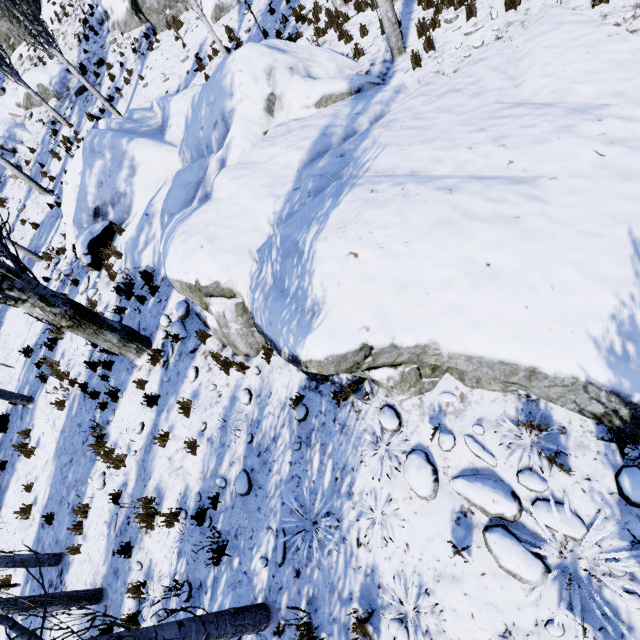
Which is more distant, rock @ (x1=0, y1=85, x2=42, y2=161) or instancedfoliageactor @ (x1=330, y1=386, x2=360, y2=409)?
rock @ (x1=0, y1=85, x2=42, y2=161)

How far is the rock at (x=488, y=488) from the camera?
3.4 meters

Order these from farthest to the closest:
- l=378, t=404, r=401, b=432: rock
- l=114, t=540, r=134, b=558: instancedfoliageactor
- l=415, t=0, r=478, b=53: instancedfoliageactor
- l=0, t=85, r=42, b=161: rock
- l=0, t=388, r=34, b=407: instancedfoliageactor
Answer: l=0, t=85, r=42, b=161: rock, l=0, t=388, r=34, b=407: instancedfoliageactor, l=415, t=0, r=478, b=53: instancedfoliageactor, l=114, t=540, r=134, b=558: instancedfoliageactor, l=378, t=404, r=401, b=432: rock

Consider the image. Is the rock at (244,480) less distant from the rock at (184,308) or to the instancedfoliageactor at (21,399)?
the instancedfoliageactor at (21,399)

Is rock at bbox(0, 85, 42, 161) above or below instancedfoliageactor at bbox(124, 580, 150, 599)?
above

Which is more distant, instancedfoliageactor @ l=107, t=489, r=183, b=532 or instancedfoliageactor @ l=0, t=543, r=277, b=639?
instancedfoliageactor @ l=107, t=489, r=183, b=532

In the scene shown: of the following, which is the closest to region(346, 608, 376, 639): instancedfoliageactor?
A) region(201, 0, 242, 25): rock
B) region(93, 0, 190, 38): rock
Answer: region(201, 0, 242, 25): rock

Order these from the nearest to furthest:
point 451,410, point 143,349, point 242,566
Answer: point 451,410 < point 242,566 < point 143,349
